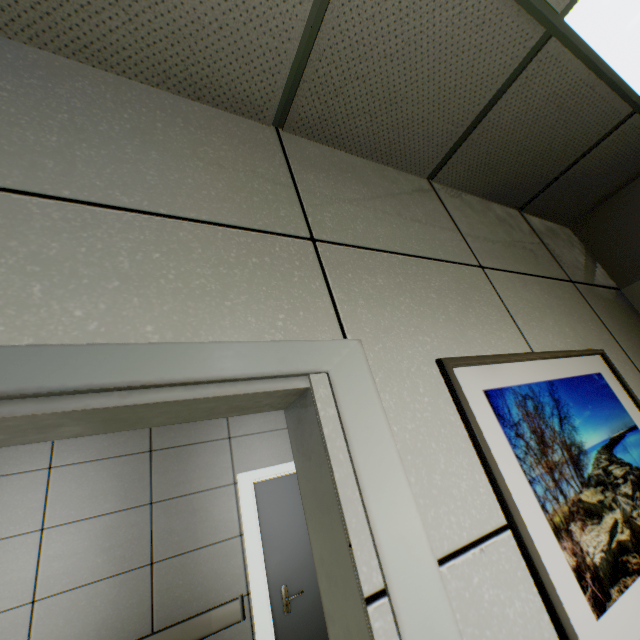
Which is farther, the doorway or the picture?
the doorway

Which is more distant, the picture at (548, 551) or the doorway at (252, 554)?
the doorway at (252, 554)

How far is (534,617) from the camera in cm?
78
